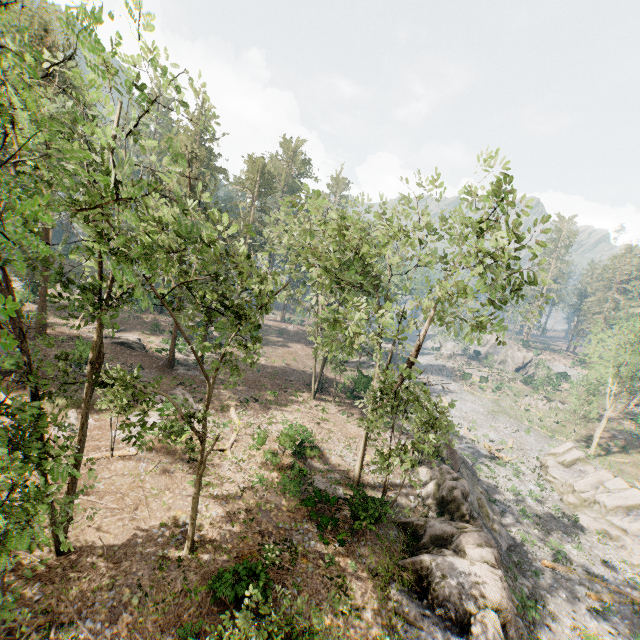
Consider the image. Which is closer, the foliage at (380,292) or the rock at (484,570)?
the foliage at (380,292)

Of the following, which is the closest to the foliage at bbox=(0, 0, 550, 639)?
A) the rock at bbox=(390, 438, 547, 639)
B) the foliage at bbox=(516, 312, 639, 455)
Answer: the rock at bbox=(390, 438, 547, 639)

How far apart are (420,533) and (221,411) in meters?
16.9

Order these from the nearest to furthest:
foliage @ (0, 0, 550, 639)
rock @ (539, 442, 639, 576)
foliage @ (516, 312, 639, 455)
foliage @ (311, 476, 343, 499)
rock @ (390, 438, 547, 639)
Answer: foliage @ (0, 0, 550, 639) → rock @ (390, 438, 547, 639) → foliage @ (311, 476, 343, 499) → rock @ (539, 442, 639, 576) → foliage @ (516, 312, 639, 455)

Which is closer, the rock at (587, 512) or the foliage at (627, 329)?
the rock at (587, 512)

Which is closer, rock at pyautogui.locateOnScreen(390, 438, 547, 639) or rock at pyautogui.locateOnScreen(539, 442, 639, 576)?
rock at pyautogui.locateOnScreen(390, 438, 547, 639)

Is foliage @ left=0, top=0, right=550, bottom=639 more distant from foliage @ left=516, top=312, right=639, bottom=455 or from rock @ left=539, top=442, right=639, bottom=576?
foliage @ left=516, top=312, right=639, bottom=455
